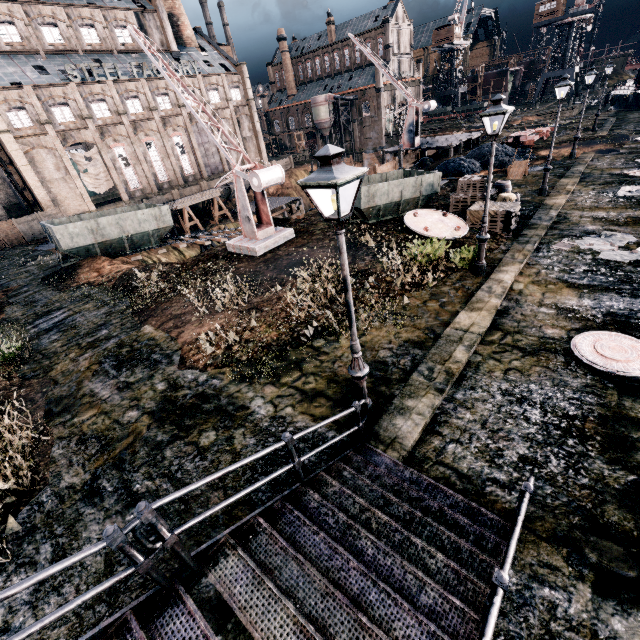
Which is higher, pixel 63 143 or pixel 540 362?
pixel 63 143

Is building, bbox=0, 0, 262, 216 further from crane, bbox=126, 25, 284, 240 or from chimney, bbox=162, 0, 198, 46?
crane, bbox=126, 25, 284, 240

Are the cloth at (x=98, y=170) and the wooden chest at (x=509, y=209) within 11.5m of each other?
no

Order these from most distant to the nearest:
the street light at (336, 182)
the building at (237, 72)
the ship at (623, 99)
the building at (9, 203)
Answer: the ship at (623, 99) → the building at (9, 203) → the building at (237, 72) → the street light at (336, 182)

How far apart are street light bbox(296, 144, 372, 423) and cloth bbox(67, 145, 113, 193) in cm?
5063

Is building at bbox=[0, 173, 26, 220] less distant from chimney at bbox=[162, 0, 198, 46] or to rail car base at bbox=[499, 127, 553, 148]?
chimney at bbox=[162, 0, 198, 46]

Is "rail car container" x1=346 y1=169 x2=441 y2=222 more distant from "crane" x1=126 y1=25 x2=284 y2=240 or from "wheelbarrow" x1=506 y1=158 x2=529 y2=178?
"wheelbarrow" x1=506 y1=158 x2=529 y2=178

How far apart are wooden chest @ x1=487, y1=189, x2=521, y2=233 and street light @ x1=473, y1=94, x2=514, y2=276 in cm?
440
